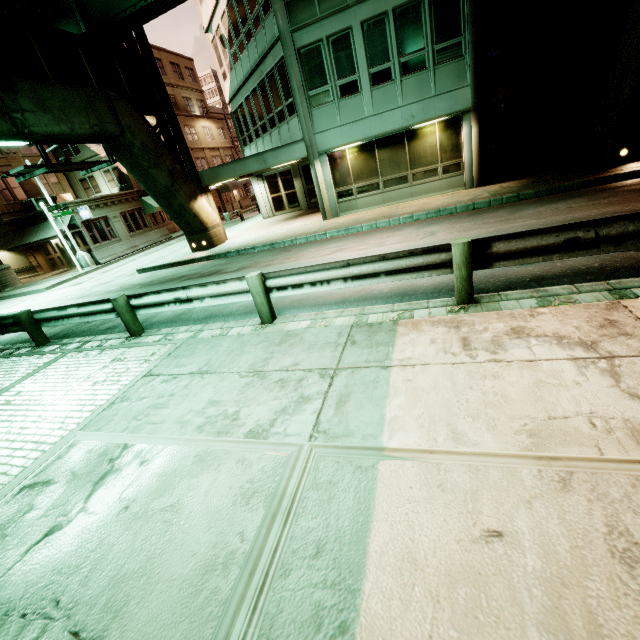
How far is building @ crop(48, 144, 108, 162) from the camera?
29.5m

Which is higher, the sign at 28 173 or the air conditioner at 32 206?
the air conditioner at 32 206

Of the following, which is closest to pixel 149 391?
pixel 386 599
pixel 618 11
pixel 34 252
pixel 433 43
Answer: pixel 386 599

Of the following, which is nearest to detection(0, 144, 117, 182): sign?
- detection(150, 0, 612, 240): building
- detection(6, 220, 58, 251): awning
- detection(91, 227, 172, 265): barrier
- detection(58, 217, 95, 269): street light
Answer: detection(150, 0, 612, 240): building

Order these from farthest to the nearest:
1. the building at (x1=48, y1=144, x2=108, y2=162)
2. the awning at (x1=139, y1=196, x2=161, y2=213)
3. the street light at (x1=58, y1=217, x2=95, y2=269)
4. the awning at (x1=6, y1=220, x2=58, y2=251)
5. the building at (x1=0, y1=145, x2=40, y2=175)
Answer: the awning at (x1=139, y1=196, x2=161, y2=213) → the building at (x1=48, y1=144, x2=108, y2=162) → the building at (x1=0, y1=145, x2=40, y2=175) → the awning at (x1=6, y1=220, x2=58, y2=251) → the street light at (x1=58, y1=217, x2=95, y2=269)

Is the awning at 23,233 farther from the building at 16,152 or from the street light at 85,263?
the street light at 85,263

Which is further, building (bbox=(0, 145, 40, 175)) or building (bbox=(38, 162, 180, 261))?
building (bbox=(0, 145, 40, 175))

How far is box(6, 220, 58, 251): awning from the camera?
24.82m
